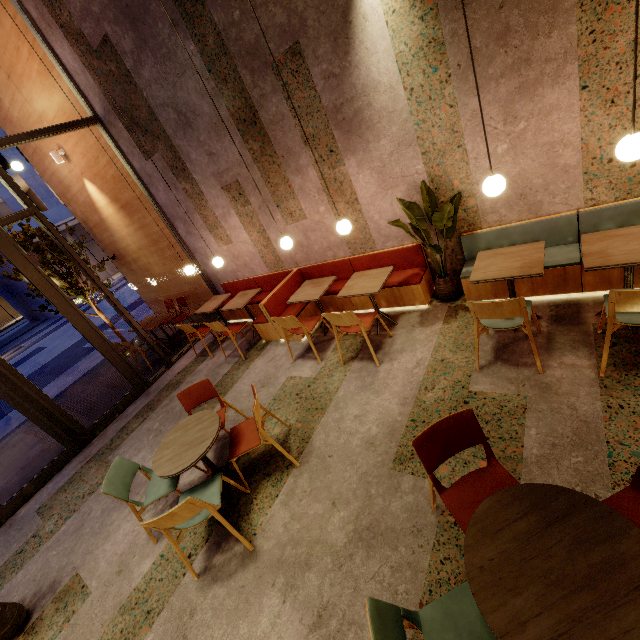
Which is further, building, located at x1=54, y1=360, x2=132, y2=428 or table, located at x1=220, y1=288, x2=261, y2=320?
building, located at x1=54, y1=360, x2=132, y2=428

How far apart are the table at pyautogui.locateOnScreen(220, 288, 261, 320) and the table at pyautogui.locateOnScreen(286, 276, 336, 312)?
1.13m

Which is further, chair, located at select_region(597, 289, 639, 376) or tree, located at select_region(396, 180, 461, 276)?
tree, located at select_region(396, 180, 461, 276)

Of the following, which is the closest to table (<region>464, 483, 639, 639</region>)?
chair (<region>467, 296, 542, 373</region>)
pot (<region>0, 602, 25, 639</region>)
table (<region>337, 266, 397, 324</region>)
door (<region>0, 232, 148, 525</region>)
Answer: chair (<region>467, 296, 542, 373</region>)

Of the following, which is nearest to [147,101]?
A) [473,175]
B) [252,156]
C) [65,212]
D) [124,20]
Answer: [124,20]

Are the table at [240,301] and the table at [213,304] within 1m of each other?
yes

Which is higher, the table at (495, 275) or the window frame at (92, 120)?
the window frame at (92, 120)

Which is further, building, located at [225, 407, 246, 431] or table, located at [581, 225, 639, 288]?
building, located at [225, 407, 246, 431]
